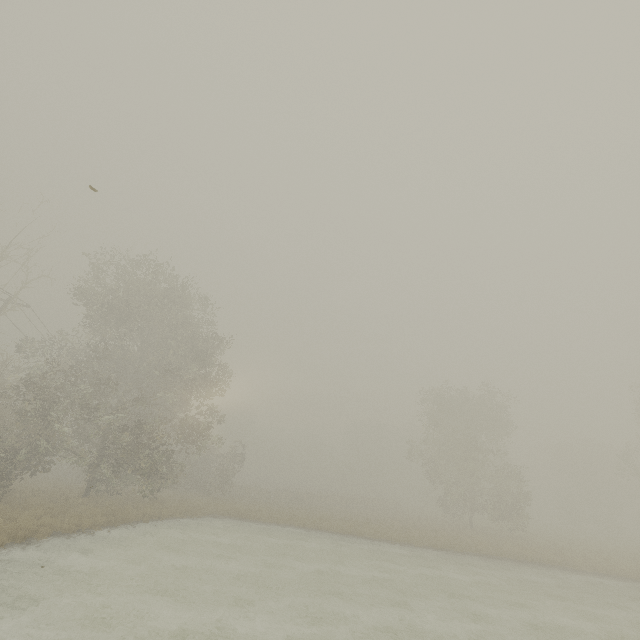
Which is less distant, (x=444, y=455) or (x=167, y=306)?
(x=167, y=306)
